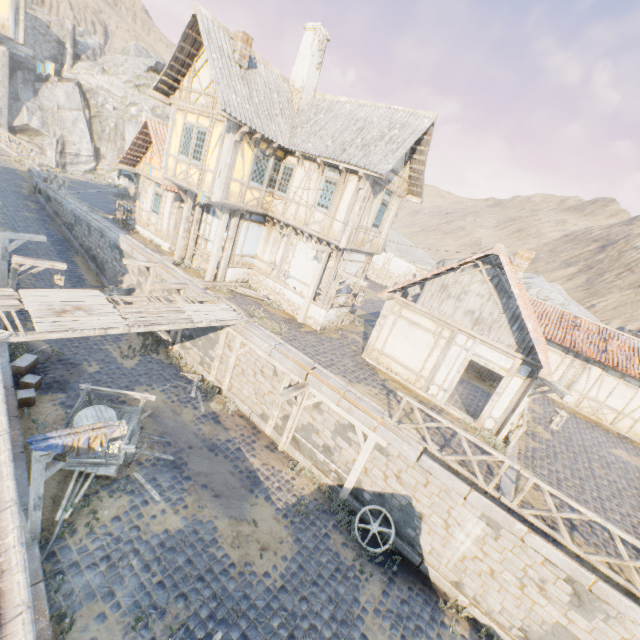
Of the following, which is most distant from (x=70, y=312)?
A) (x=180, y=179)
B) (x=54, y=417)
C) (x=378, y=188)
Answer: (x=378, y=188)

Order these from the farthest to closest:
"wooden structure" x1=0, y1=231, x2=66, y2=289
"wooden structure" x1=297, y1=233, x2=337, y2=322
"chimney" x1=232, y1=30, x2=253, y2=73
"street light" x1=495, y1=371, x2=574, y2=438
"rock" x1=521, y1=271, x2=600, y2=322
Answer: "rock" x1=521, y1=271, x2=600, y2=322 → "wooden structure" x1=297, y1=233, x2=337, y2=322 → "chimney" x1=232, y1=30, x2=253, y2=73 → "wooden structure" x1=0, y1=231, x2=66, y2=289 → "street light" x1=495, y1=371, x2=574, y2=438

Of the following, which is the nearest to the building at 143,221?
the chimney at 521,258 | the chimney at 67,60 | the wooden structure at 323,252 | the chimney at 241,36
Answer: the chimney at 241,36

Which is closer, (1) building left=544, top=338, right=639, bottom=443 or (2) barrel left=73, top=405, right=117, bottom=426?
(2) barrel left=73, top=405, right=117, bottom=426

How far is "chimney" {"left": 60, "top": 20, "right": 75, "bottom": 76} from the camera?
39.1 meters

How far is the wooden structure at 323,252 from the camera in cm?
1365

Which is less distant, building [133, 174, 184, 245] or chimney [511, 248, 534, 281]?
chimney [511, 248, 534, 281]

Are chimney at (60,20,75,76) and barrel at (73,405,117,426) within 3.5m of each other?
no
